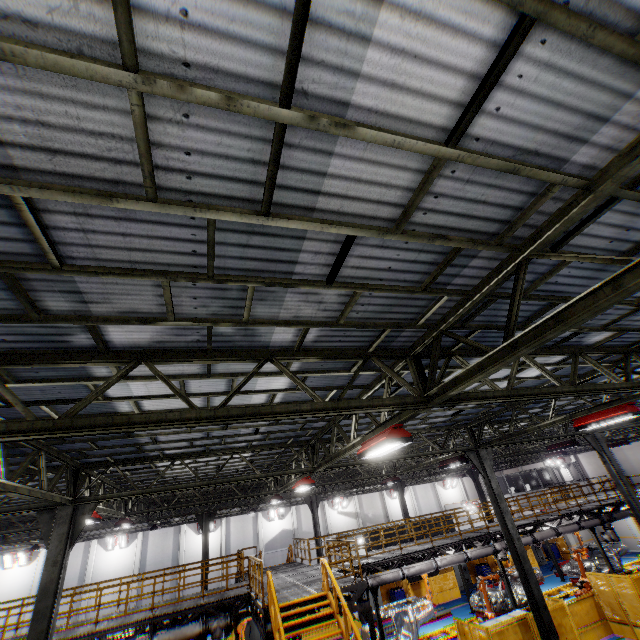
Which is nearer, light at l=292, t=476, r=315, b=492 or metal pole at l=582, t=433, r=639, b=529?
light at l=292, t=476, r=315, b=492

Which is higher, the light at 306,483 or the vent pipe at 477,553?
the light at 306,483

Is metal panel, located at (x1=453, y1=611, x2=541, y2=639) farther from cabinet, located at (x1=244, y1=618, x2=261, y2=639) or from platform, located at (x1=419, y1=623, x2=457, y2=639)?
platform, located at (x1=419, y1=623, x2=457, y2=639)

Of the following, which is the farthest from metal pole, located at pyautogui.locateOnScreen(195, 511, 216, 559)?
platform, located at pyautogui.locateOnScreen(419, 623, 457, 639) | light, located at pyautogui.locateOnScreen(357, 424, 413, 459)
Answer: light, located at pyautogui.locateOnScreen(357, 424, 413, 459)

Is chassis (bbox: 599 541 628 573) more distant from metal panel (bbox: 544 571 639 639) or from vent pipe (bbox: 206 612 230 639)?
metal panel (bbox: 544 571 639 639)

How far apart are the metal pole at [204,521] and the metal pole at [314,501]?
6.4m

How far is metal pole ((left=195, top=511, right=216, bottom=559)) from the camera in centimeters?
2138cm

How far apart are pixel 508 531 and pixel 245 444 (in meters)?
10.81
